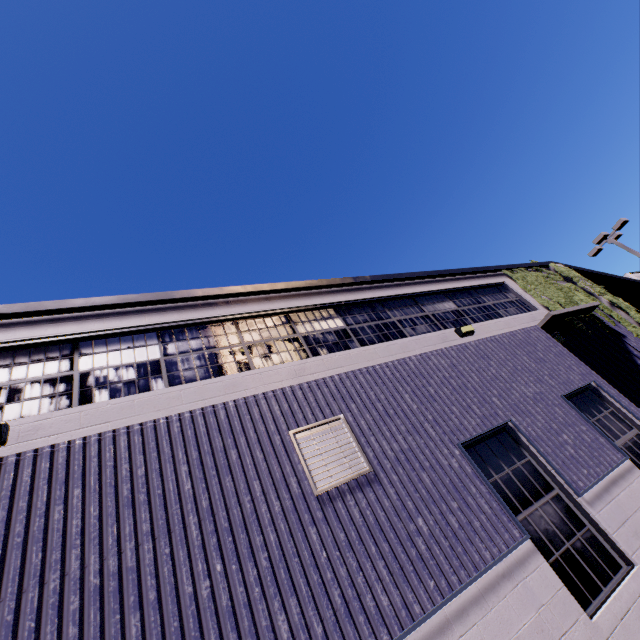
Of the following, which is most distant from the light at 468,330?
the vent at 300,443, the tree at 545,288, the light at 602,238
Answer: the light at 602,238

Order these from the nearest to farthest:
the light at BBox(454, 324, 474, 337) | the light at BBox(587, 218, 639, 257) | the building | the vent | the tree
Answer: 1. the building
2. the vent
3. the light at BBox(454, 324, 474, 337)
4. the tree
5. the light at BBox(587, 218, 639, 257)

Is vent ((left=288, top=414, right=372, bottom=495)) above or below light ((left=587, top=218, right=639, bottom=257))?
below

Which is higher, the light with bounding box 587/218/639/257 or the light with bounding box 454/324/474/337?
the light with bounding box 587/218/639/257

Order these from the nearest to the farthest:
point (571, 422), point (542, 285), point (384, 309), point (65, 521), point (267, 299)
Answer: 1. point (65, 521)
2. point (571, 422)
3. point (267, 299)
4. point (384, 309)
5. point (542, 285)

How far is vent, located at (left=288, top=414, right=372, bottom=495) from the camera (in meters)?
4.60

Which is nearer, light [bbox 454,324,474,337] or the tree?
light [bbox 454,324,474,337]

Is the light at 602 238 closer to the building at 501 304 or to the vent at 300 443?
the building at 501 304
